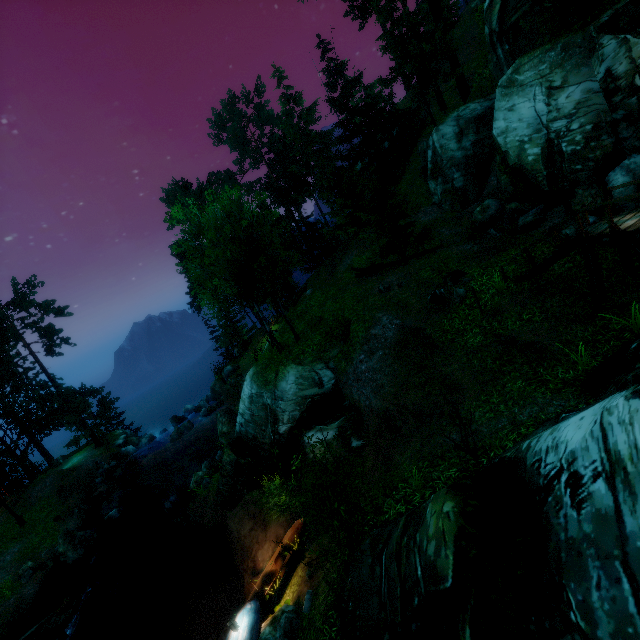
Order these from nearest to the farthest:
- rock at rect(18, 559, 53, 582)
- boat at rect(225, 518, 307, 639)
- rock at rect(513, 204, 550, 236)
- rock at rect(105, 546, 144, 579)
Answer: boat at rect(225, 518, 307, 639) < rock at rect(513, 204, 550, 236) < rock at rect(105, 546, 144, 579) < rock at rect(18, 559, 53, 582)

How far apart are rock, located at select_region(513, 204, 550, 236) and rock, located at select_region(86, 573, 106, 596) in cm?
2826

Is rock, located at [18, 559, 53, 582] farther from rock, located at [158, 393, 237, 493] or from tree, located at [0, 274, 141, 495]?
rock, located at [158, 393, 237, 493]

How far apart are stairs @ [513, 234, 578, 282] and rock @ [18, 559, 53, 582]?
31.66m

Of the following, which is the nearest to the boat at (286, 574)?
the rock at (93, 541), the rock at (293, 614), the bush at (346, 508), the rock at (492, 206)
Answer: the rock at (293, 614)

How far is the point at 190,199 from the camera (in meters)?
42.41

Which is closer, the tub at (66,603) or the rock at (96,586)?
the tub at (66,603)

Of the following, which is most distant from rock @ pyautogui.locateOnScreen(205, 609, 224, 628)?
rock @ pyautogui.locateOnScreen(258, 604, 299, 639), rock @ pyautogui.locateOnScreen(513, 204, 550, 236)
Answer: rock @ pyautogui.locateOnScreen(513, 204, 550, 236)
